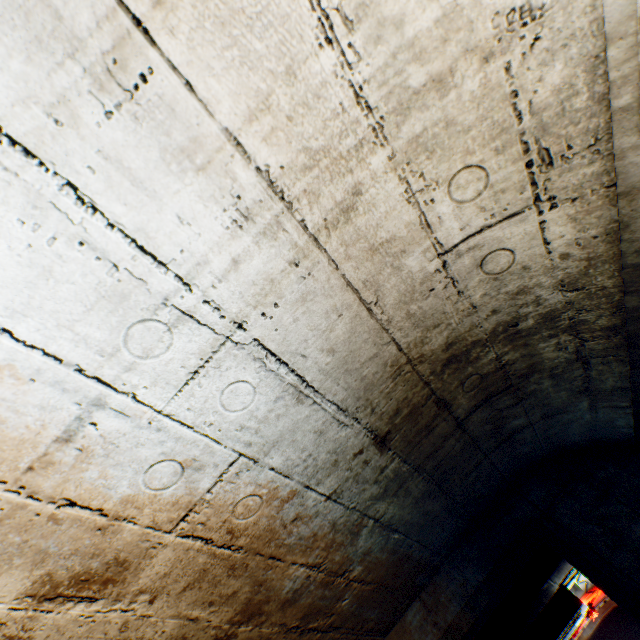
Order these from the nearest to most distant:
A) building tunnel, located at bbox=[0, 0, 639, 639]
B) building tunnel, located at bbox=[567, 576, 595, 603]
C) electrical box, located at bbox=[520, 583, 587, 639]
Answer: building tunnel, located at bbox=[0, 0, 639, 639] → electrical box, located at bbox=[520, 583, 587, 639] → building tunnel, located at bbox=[567, 576, 595, 603]

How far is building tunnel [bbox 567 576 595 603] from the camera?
4.76m

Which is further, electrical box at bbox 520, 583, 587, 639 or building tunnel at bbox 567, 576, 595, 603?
building tunnel at bbox 567, 576, 595, 603

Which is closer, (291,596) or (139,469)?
(139,469)

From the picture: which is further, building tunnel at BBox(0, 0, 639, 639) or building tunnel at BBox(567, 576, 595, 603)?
building tunnel at BBox(567, 576, 595, 603)

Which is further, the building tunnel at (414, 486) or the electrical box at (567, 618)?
the electrical box at (567, 618)

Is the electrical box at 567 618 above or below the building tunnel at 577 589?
below
